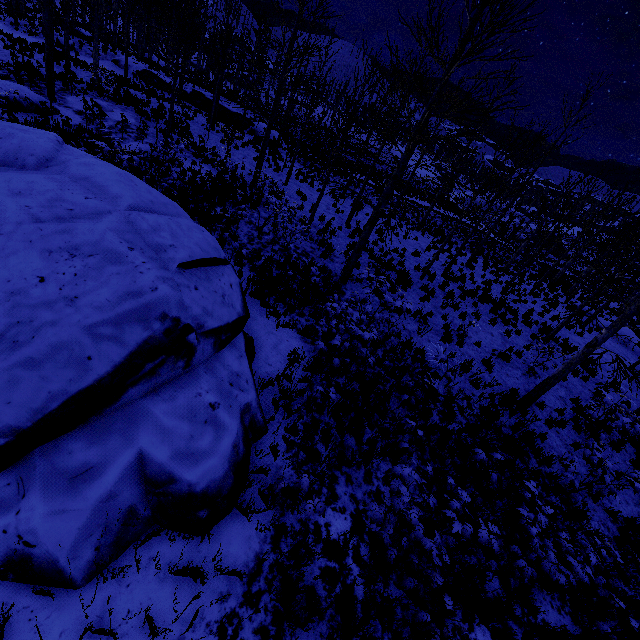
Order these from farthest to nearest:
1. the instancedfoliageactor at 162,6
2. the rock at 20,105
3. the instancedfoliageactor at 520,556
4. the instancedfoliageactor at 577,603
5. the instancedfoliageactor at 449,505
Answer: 1. the rock at 20,105
2. the instancedfoliageactor at 162,6
3. the instancedfoliageactor at 577,603
4. the instancedfoliageactor at 520,556
5. the instancedfoliageactor at 449,505

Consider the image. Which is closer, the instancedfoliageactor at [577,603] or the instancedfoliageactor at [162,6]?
the instancedfoliageactor at [577,603]

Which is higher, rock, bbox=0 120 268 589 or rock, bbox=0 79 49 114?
rock, bbox=0 120 268 589

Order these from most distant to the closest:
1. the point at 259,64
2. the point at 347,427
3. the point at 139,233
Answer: the point at 259,64
the point at 347,427
the point at 139,233

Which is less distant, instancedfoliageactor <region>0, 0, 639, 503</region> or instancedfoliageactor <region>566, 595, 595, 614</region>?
instancedfoliageactor <region>566, 595, 595, 614</region>

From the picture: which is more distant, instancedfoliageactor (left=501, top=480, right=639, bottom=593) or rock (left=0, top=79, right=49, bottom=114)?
rock (left=0, top=79, right=49, bottom=114)

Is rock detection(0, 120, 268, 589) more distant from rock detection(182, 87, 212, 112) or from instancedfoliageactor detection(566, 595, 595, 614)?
rock detection(182, 87, 212, 112)

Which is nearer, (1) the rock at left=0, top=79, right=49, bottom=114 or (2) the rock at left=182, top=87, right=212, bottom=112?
(1) the rock at left=0, top=79, right=49, bottom=114
